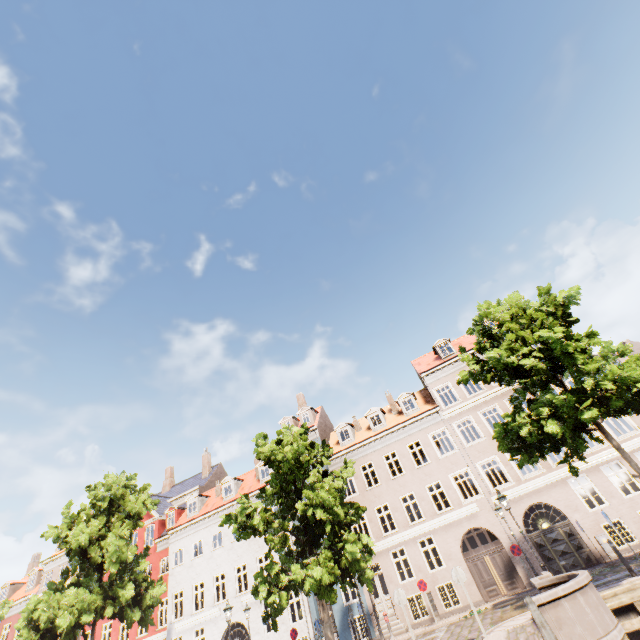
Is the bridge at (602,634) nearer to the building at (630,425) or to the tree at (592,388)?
the tree at (592,388)

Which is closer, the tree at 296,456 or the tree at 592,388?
the tree at 592,388

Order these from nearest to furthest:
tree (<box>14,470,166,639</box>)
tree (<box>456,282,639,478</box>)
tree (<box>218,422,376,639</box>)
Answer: tree (<box>456,282,639,478</box>) < tree (<box>218,422,376,639</box>) < tree (<box>14,470,166,639</box>)

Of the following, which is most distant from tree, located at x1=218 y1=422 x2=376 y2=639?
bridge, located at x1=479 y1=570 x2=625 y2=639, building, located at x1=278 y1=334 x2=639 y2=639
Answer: building, located at x1=278 y1=334 x2=639 y2=639

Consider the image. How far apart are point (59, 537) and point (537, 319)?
28.40m

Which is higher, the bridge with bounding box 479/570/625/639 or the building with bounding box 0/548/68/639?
the building with bounding box 0/548/68/639
